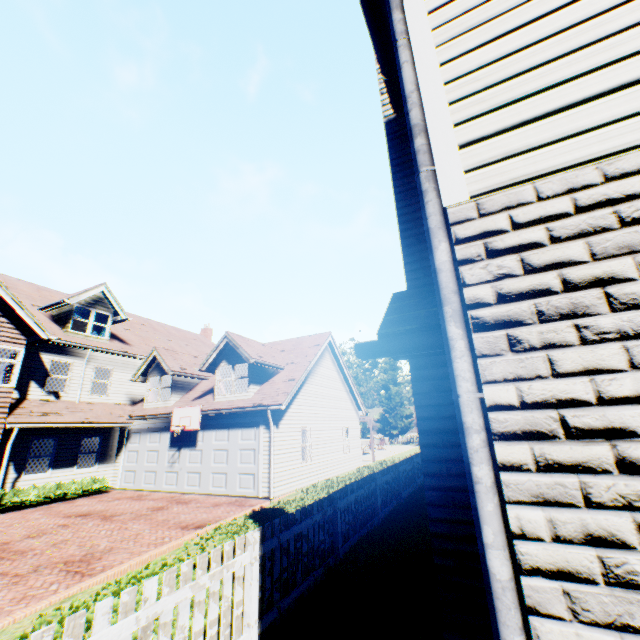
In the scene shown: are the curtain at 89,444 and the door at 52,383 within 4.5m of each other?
yes

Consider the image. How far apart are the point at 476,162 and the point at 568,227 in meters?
0.6 m

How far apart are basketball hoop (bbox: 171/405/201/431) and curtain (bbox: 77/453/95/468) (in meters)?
4.91

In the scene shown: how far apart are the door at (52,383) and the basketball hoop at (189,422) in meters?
7.5

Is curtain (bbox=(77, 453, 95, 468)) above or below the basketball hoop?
below

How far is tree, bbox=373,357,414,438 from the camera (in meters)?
46.56

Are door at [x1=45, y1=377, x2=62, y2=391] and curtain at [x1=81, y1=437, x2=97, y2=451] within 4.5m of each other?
yes

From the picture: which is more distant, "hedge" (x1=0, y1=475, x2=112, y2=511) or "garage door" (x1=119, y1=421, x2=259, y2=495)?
"garage door" (x1=119, y1=421, x2=259, y2=495)
